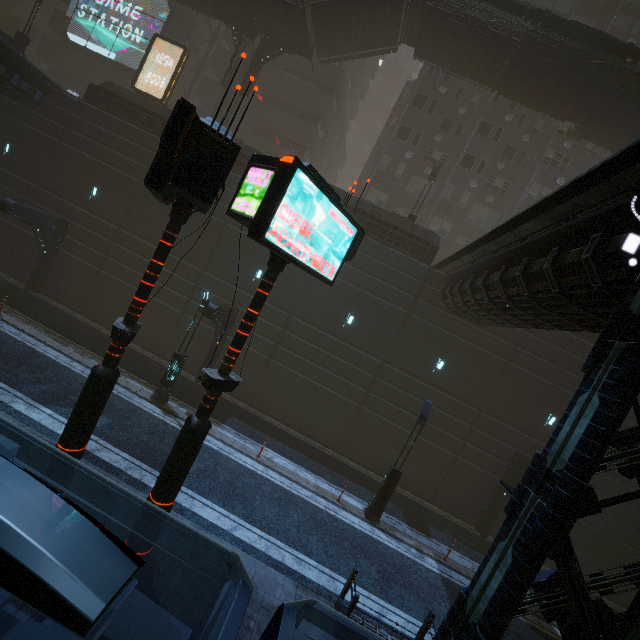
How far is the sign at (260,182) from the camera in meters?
5.5 m

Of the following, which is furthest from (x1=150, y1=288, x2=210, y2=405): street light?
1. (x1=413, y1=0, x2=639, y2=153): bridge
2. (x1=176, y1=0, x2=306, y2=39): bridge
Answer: (x1=413, y1=0, x2=639, y2=153): bridge

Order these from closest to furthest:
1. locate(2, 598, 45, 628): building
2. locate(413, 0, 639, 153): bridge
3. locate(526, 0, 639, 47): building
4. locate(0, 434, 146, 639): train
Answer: locate(0, 434, 146, 639): train
locate(2, 598, 45, 628): building
locate(413, 0, 639, 153): bridge
locate(526, 0, 639, 47): building

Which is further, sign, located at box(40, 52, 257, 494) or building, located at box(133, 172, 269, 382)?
building, located at box(133, 172, 269, 382)

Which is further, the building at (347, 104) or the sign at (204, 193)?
the building at (347, 104)

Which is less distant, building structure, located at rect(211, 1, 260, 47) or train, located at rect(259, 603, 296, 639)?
train, located at rect(259, 603, 296, 639)

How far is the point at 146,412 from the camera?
13.42m

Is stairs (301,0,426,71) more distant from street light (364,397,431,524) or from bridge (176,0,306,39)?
street light (364,397,431,524)
